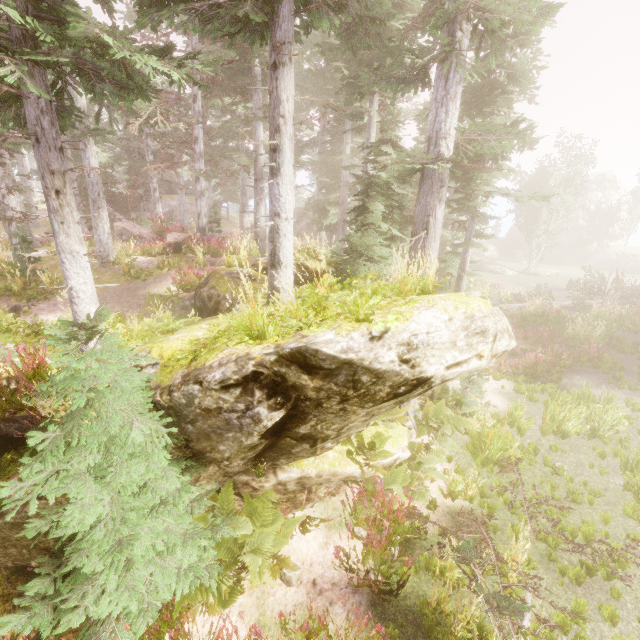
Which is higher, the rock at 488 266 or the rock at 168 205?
the rock at 168 205

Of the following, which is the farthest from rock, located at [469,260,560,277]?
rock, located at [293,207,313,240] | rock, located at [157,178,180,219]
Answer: rock, located at [157,178,180,219]

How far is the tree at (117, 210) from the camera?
21.70m

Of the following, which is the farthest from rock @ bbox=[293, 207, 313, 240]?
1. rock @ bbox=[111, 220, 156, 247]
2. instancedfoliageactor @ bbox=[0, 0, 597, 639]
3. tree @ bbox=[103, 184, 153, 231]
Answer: rock @ bbox=[111, 220, 156, 247]

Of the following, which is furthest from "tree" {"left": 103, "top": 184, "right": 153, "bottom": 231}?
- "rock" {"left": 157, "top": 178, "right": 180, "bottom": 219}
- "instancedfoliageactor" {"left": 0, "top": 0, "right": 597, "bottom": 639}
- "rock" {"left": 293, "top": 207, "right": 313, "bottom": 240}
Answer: "rock" {"left": 293, "top": 207, "right": 313, "bottom": 240}

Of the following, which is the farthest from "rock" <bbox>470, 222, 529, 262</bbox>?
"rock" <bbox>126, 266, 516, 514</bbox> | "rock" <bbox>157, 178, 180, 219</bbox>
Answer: "rock" <bbox>126, 266, 516, 514</bbox>

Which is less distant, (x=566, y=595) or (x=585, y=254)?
(x=566, y=595)

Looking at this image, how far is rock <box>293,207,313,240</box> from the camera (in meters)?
37.02
